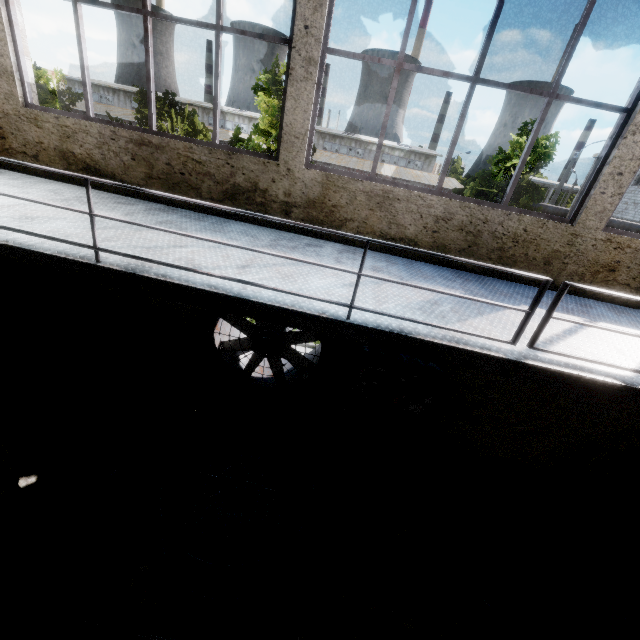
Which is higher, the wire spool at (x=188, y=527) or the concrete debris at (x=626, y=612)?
the wire spool at (x=188, y=527)

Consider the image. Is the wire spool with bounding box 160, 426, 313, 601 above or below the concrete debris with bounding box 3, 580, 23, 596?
above

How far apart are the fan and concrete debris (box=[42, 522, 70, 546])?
3.0m

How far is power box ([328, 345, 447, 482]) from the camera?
5.1 meters

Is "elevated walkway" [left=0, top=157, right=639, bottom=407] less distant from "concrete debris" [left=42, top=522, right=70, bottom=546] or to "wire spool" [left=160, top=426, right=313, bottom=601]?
"wire spool" [left=160, top=426, right=313, bottom=601]

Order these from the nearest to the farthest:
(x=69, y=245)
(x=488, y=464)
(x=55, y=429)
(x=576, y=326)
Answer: (x=69, y=245)
(x=576, y=326)
(x=55, y=429)
(x=488, y=464)

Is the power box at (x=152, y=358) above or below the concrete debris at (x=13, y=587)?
above

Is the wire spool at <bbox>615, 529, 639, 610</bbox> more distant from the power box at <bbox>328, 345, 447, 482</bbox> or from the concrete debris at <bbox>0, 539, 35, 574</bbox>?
the concrete debris at <bbox>0, 539, 35, 574</bbox>
